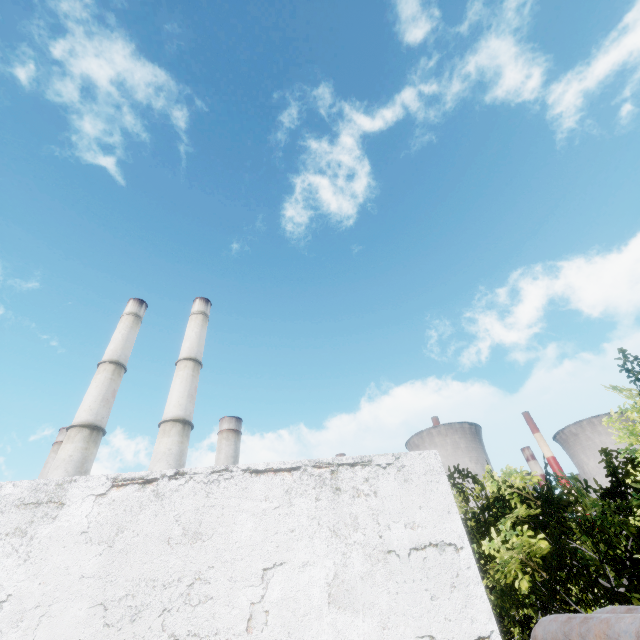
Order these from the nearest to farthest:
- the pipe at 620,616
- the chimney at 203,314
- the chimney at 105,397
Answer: the pipe at 620,616
the chimney at 105,397
the chimney at 203,314

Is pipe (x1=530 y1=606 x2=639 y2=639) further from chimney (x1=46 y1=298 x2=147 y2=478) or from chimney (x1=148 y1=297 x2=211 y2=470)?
chimney (x1=46 y1=298 x2=147 y2=478)

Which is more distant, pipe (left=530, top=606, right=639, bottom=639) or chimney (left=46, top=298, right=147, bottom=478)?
chimney (left=46, top=298, right=147, bottom=478)

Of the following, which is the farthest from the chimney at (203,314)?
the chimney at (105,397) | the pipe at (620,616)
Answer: the pipe at (620,616)

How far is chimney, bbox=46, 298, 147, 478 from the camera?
23.6m

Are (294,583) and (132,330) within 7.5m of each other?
no

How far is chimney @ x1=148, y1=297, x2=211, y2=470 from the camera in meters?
24.3 m

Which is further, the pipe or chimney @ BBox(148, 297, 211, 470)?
chimney @ BBox(148, 297, 211, 470)
